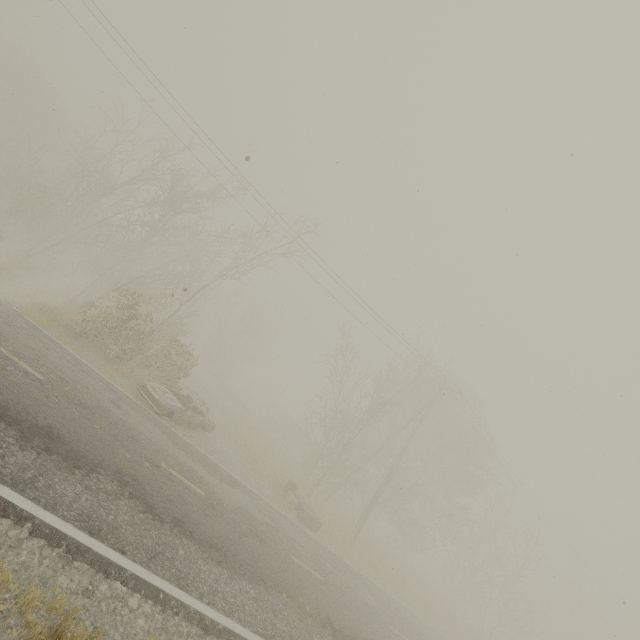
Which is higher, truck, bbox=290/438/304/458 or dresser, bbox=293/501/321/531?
truck, bbox=290/438/304/458

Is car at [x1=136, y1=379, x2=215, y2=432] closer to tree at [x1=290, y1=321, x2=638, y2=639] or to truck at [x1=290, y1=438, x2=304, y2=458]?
tree at [x1=290, y1=321, x2=638, y2=639]

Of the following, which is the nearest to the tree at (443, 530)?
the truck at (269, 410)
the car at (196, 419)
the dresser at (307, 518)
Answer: the dresser at (307, 518)

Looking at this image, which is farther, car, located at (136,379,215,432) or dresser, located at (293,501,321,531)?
dresser, located at (293,501,321,531)

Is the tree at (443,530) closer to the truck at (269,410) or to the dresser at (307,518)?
the dresser at (307,518)

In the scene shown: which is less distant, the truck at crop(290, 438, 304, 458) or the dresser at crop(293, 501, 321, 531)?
the dresser at crop(293, 501, 321, 531)

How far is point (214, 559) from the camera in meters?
6.8 m

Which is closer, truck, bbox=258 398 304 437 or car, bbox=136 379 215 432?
car, bbox=136 379 215 432
